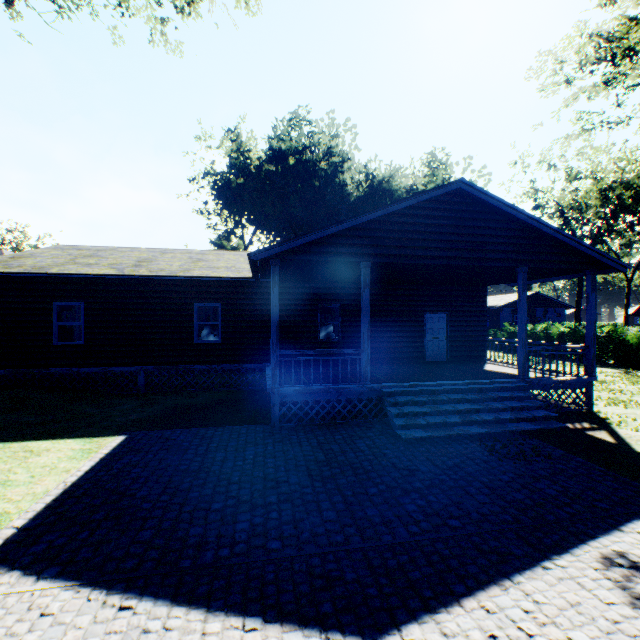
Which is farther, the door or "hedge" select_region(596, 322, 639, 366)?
"hedge" select_region(596, 322, 639, 366)

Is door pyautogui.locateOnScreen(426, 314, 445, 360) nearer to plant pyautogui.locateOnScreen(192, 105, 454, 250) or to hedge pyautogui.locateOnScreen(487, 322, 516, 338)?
hedge pyautogui.locateOnScreen(487, 322, 516, 338)

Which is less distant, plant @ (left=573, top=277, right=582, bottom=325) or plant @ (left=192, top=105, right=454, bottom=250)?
plant @ (left=192, top=105, right=454, bottom=250)

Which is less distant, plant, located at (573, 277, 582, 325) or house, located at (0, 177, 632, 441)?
house, located at (0, 177, 632, 441)

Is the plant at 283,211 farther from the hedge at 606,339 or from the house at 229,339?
the house at 229,339

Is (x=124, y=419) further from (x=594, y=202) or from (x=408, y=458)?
(x=594, y=202)

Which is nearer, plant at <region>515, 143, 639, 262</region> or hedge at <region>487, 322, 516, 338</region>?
hedge at <region>487, 322, 516, 338</region>

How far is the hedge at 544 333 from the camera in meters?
22.7
